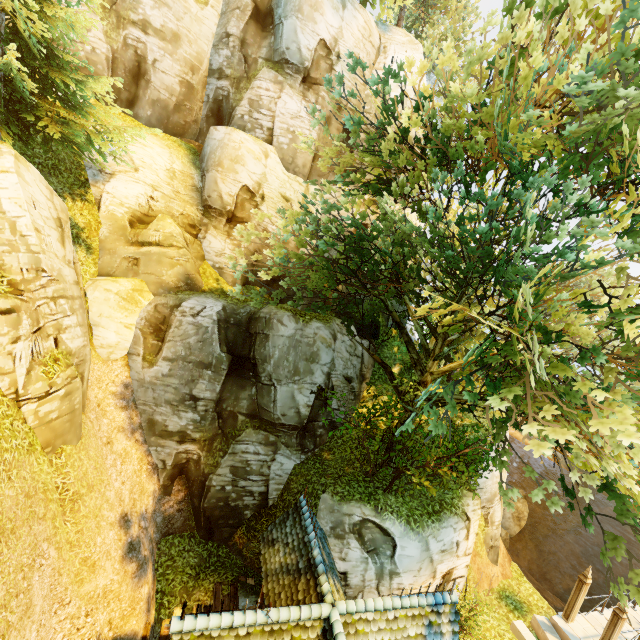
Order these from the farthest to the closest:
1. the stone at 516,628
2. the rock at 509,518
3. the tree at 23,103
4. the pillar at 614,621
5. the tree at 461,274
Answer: the rock at 509,518 < the stone at 516,628 < the pillar at 614,621 < the tree at 23,103 < the tree at 461,274

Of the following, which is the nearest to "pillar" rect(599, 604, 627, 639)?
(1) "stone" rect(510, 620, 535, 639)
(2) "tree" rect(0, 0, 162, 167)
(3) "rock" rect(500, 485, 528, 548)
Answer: (1) "stone" rect(510, 620, 535, 639)

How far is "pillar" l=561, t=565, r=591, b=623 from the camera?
13.41m

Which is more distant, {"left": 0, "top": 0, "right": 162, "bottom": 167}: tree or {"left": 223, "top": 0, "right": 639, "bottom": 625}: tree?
{"left": 0, "top": 0, "right": 162, "bottom": 167}: tree

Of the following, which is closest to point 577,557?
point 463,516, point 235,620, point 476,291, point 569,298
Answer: point 463,516

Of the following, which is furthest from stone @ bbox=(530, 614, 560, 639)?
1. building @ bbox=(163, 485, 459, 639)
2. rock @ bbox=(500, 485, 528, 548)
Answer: rock @ bbox=(500, 485, 528, 548)

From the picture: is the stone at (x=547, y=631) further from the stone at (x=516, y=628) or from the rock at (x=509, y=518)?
the rock at (x=509, y=518)

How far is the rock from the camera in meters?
26.9 m
